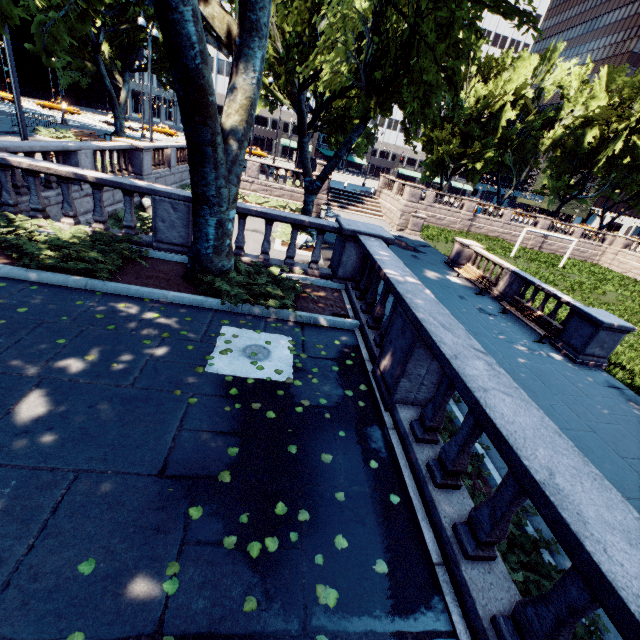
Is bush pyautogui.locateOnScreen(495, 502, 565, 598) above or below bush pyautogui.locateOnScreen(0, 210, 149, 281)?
below

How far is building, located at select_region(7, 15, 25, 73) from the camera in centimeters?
5759cm

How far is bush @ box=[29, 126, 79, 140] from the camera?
21.7 meters

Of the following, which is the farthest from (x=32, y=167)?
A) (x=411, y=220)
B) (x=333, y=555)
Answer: (x=411, y=220)

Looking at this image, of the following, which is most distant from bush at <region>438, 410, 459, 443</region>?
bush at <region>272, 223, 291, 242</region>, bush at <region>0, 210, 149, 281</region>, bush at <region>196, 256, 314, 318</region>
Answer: bush at <region>272, 223, 291, 242</region>

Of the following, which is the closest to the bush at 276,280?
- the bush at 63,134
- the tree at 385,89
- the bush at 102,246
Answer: the tree at 385,89

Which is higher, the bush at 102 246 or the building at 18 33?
the building at 18 33

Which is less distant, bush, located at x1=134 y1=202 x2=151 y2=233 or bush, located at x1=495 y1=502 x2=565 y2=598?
bush, located at x1=495 y1=502 x2=565 y2=598
